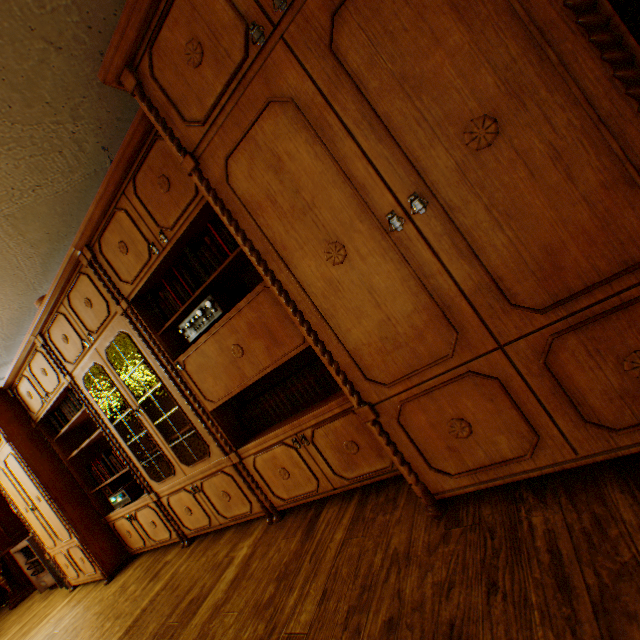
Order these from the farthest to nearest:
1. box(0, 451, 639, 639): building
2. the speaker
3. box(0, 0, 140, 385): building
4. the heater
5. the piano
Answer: the piano
the heater
the speaker
box(0, 0, 140, 385): building
box(0, 451, 639, 639): building

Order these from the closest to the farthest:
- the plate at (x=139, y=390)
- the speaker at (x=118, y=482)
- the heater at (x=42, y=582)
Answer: the plate at (x=139, y=390) < the speaker at (x=118, y=482) < the heater at (x=42, y=582)

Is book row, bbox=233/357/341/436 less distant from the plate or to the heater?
the plate

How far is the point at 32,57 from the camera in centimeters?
181cm

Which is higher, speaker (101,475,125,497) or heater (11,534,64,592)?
speaker (101,475,125,497)

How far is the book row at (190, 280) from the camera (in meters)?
2.00

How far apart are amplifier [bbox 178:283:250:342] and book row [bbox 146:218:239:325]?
0.1m

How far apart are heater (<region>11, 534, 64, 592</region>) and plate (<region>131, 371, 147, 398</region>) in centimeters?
379cm
